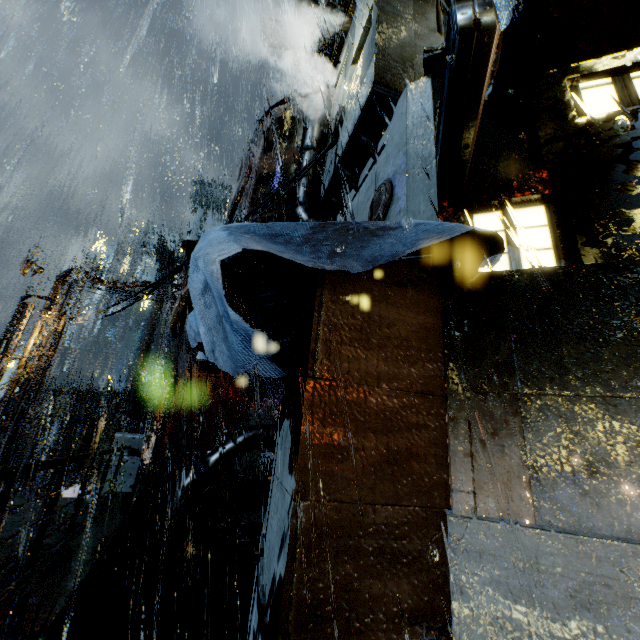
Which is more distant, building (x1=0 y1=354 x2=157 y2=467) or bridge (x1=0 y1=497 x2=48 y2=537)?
building (x1=0 y1=354 x2=157 y2=467)

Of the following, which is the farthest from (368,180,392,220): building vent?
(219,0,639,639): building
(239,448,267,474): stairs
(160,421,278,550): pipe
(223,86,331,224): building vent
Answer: (239,448,267,474): stairs

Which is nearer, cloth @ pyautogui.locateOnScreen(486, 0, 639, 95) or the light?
cloth @ pyautogui.locateOnScreen(486, 0, 639, 95)

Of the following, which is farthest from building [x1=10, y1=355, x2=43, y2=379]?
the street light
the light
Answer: the street light

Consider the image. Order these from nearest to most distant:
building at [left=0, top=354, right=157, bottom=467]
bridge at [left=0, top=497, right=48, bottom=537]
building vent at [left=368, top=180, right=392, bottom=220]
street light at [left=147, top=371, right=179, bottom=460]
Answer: bridge at [left=0, top=497, right=48, bottom=537], building vent at [left=368, top=180, right=392, bottom=220], building at [left=0, top=354, right=157, bottom=467], street light at [left=147, top=371, right=179, bottom=460]

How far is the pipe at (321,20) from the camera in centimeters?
2288cm

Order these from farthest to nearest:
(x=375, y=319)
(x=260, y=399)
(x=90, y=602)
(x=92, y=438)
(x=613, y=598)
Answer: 1. (x=92, y=438)
2. (x=260, y=399)
3. (x=90, y=602)
4. (x=375, y=319)
5. (x=613, y=598)

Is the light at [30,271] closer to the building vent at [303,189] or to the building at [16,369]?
the building at [16,369]
